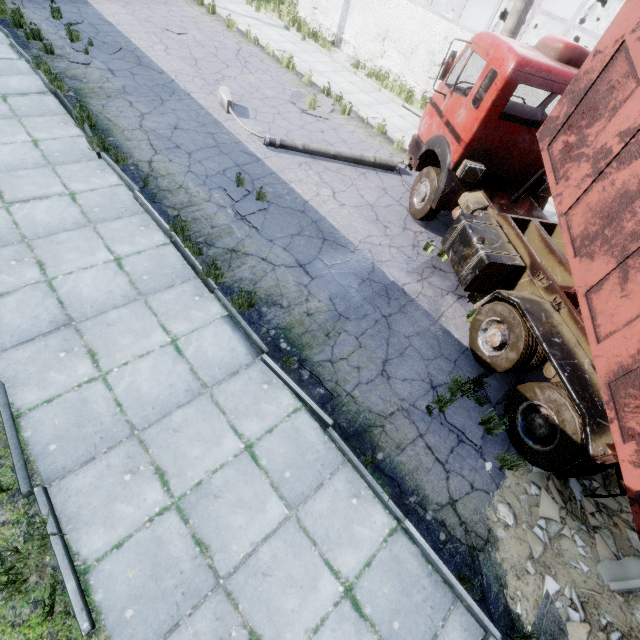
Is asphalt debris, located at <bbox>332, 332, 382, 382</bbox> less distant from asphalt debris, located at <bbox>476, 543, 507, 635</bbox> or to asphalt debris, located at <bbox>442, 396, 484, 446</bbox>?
asphalt debris, located at <bbox>442, 396, 484, 446</bbox>

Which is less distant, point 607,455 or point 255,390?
point 607,455

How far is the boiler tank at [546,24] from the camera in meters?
18.0 m

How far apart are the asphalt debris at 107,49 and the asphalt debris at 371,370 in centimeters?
1173cm

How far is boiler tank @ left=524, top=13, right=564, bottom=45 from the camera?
18.03m

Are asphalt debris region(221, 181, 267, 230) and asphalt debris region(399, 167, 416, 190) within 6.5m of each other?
yes

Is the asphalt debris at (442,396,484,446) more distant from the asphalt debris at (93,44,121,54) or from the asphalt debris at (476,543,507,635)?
the asphalt debris at (93,44,121,54)

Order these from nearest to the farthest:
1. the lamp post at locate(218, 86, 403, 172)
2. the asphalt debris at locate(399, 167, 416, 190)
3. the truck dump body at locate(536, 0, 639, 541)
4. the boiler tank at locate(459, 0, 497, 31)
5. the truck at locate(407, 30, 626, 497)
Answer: the truck dump body at locate(536, 0, 639, 541)
the truck at locate(407, 30, 626, 497)
the lamp post at locate(218, 86, 403, 172)
the asphalt debris at locate(399, 167, 416, 190)
the boiler tank at locate(459, 0, 497, 31)
